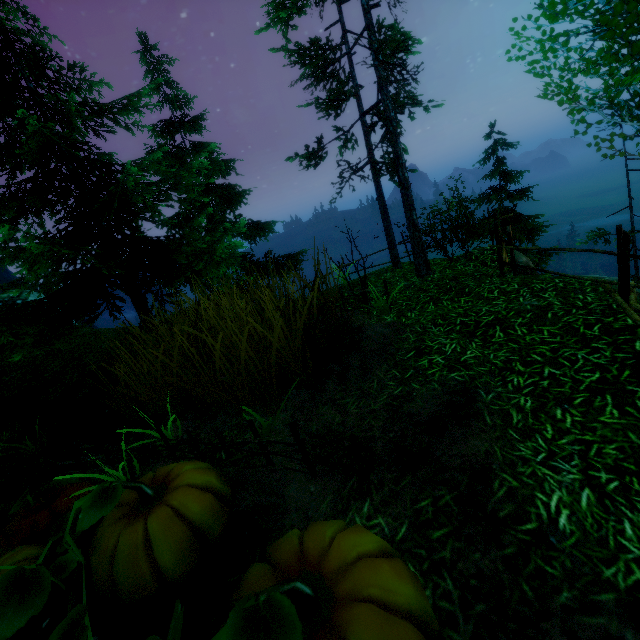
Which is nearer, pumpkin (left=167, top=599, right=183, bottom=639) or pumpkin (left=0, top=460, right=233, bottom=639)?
pumpkin (left=167, top=599, right=183, bottom=639)

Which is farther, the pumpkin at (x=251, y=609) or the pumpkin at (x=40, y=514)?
the pumpkin at (x=40, y=514)

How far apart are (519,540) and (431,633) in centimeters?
98cm

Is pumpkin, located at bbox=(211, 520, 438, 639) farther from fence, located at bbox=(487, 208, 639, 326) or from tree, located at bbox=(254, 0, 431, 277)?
tree, located at bbox=(254, 0, 431, 277)

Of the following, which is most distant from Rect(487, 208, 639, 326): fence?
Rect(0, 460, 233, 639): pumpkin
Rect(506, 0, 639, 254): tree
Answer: Rect(0, 460, 233, 639): pumpkin

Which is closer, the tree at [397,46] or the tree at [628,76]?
the tree at [628,76]

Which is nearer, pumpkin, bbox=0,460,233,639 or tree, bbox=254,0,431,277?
pumpkin, bbox=0,460,233,639
